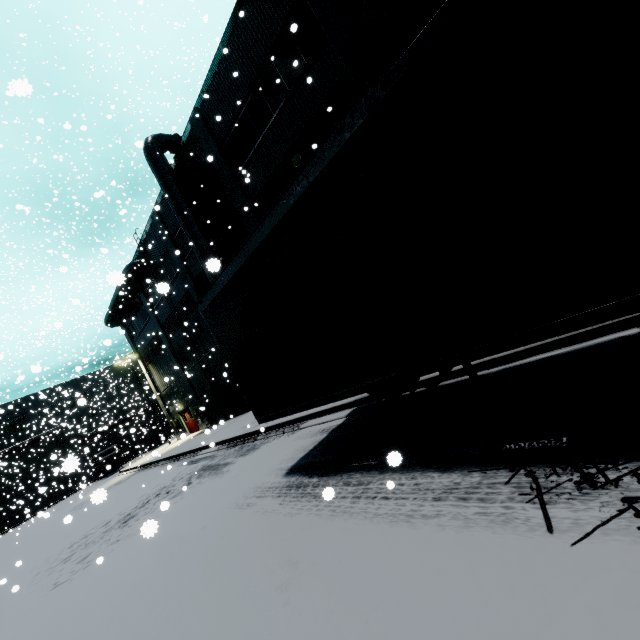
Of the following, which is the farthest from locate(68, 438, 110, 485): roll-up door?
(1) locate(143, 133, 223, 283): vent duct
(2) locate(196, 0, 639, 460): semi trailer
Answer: (1) locate(143, 133, 223, 283): vent duct

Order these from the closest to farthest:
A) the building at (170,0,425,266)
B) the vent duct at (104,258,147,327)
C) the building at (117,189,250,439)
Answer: the building at (170,0,425,266)
the vent duct at (104,258,147,327)
the building at (117,189,250,439)

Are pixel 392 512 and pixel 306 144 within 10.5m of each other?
no

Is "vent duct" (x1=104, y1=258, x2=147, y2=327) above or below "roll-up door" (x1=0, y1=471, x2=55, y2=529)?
above

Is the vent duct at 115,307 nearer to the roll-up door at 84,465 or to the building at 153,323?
the building at 153,323

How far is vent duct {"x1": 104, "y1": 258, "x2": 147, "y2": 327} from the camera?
17.04m

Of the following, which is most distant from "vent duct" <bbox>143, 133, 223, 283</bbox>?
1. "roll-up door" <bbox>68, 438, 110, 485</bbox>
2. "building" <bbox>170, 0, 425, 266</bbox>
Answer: "roll-up door" <bbox>68, 438, 110, 485</bbox>

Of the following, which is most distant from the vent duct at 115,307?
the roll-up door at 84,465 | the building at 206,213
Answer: the roll-up door at 84,465
